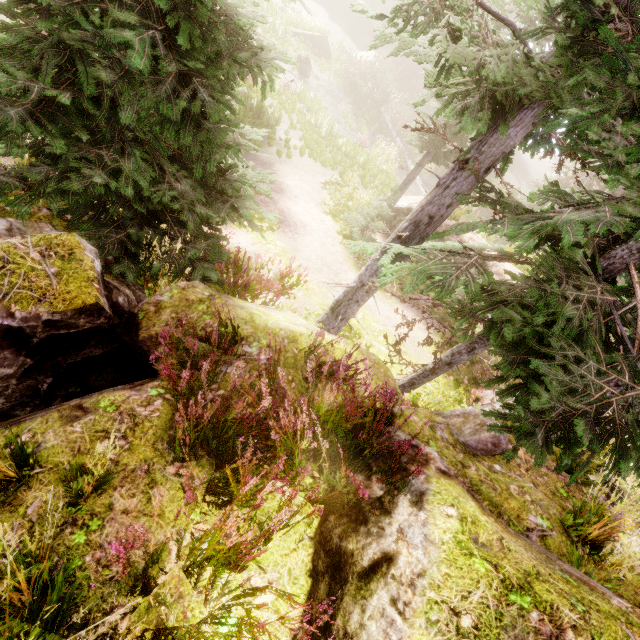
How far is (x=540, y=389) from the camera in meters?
2.7 m

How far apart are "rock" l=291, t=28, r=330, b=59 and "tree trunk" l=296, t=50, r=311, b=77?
3.5 meters

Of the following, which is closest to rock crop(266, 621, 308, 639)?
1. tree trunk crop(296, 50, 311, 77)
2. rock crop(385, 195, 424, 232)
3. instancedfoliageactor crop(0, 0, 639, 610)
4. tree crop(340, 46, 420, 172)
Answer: instancedfoliageactor crop(0, 0, 639, 610)

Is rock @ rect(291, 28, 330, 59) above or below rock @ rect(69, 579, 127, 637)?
below

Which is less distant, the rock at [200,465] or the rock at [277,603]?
the rock at [277,603]

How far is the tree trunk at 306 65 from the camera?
20.95m

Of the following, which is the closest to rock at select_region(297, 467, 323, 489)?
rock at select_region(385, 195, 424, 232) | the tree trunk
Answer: rock at select_region(385, 195, 424, 232)

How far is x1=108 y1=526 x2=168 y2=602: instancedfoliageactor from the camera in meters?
1.6 m
